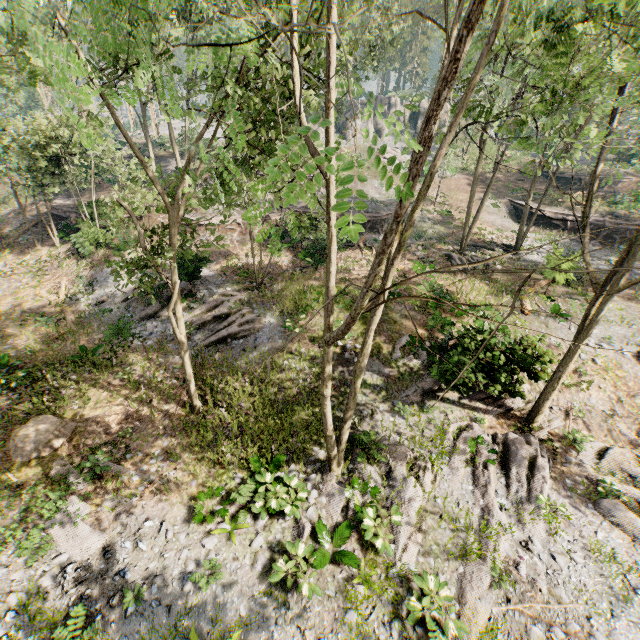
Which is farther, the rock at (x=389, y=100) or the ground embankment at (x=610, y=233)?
the rock at (x=389, y=100)

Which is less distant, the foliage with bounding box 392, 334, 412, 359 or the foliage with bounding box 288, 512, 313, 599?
the foliage with bounding box 288, 512, 313, 599

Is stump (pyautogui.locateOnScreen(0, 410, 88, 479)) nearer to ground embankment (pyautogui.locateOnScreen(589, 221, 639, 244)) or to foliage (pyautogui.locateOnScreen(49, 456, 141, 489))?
foliage (pyautogui.locateOnScreen(49, 456, 141, 489))

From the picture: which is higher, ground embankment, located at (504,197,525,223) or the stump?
ground embankment, located at (504,197,525,223)

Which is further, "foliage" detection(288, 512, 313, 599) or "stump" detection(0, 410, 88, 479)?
"stump" detection(0, 410, 88, 479)

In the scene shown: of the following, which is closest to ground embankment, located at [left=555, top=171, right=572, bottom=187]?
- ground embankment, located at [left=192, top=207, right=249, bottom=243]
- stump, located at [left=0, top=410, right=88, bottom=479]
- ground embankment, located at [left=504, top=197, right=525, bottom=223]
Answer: ground embankment, located at [left=504, top=197, right=525, bottom=223]

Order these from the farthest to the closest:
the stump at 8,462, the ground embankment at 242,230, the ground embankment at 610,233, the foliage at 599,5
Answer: the ground embankment at 610,233
the ground embankment at 242,230
the stump at 8,462
the foliage at 599,5

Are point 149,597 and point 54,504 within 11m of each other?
yes
